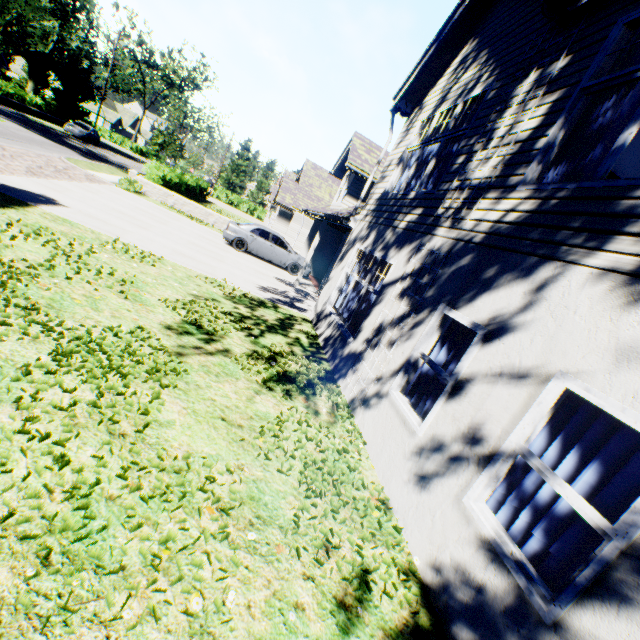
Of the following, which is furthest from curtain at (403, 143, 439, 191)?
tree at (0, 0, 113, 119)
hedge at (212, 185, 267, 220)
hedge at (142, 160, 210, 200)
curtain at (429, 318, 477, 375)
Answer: hedge at (212, 185, 267, 220)

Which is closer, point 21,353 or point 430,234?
point 21,353

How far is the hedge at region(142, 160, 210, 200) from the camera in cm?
1942

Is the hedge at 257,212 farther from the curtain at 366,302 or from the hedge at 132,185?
the curtain at 366,302

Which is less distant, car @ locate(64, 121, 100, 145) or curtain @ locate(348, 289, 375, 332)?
curtain @ locate(348, 289, 375, 332)

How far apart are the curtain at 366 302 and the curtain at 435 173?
2.2m

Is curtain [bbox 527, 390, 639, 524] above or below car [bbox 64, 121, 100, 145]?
above

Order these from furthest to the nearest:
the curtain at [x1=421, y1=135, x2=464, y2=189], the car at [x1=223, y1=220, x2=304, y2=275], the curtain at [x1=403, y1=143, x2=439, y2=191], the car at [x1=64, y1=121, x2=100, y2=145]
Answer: the car at [x1=64, y1=121, x2=100, y2=145] < the car at [x1=223, y1=220, x2=304, y2=275] < the curtain at [x1=403, y1=143, x2=439, y2=191] < the curtain at [x1=421, y1=135, x2=464, y2=189]
